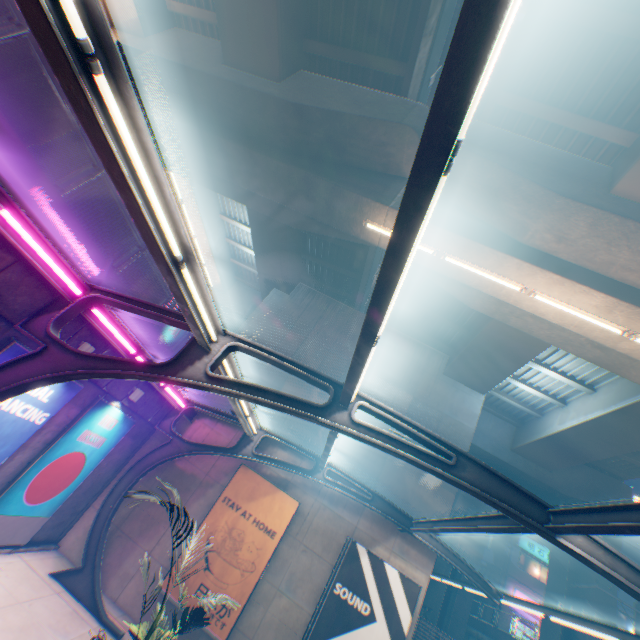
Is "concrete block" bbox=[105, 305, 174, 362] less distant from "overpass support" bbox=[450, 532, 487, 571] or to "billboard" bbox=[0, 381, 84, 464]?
"billboard" bbox=[0, 381, 84, 464]

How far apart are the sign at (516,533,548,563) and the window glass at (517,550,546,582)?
0.5m

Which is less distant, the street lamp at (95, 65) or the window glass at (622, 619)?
the street lamp at (95, 65)

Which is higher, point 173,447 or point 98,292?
point 98,292

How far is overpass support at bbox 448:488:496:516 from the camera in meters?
28.0 m

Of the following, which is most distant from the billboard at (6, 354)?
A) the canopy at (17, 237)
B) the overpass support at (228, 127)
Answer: the overpass support at (228, 127)

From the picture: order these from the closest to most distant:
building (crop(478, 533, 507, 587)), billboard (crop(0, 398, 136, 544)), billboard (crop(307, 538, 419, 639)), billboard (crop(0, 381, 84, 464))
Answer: billboard (crop(0, 381, 84, 464)) → billboard (crop(0, 398, 136, 544)) → billboard (crop(307, 538, 419, 639)) → building (crop(478, 533, 507, 587))
